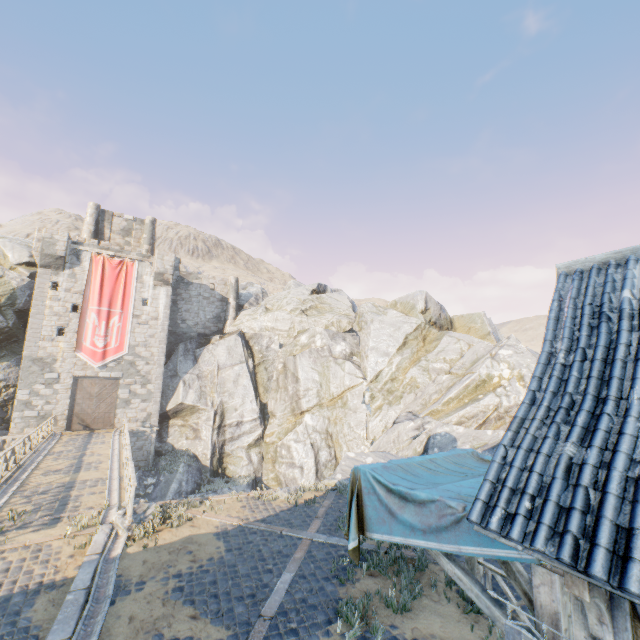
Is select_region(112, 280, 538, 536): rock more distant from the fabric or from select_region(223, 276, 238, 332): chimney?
the fabric

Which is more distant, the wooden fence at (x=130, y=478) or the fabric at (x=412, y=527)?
the wooden fence at (x=130, y=478)

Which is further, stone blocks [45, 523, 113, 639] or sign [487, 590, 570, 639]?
stone blocks [45, 523, 113, 639]

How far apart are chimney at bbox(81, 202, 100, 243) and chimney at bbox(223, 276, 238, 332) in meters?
11.9 m

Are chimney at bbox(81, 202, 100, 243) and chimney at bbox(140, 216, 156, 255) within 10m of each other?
yes

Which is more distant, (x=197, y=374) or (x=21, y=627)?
(x=197, y=374)

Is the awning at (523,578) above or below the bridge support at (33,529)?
above

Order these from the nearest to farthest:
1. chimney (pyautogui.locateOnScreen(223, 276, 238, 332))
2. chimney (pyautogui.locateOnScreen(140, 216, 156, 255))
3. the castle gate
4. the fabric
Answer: the fabric, the castle gate, chimney (pyautogui.locateOnScreen(140, 216, 156, 255)), chimney (pyautogui.locateOnScreen(223, 276, 238, 332))
